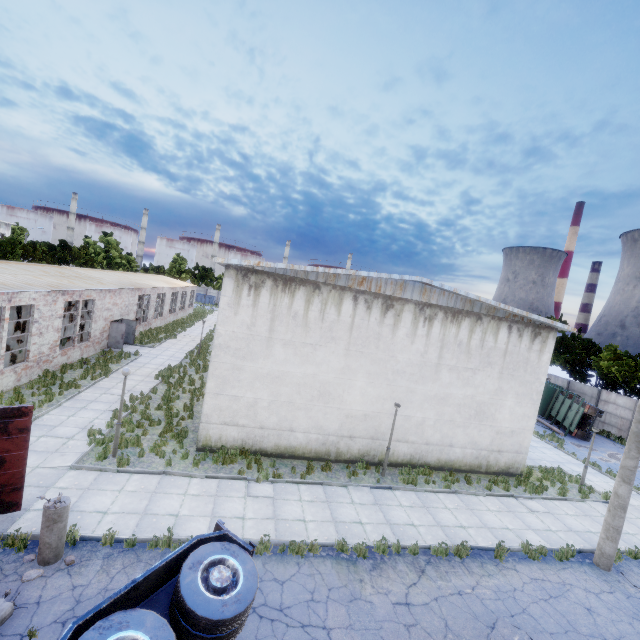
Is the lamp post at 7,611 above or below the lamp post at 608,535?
below

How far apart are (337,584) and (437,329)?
10.50m

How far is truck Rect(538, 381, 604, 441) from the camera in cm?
2475

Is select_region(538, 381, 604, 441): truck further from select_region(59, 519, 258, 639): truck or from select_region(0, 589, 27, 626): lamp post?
select_region(0, 589, 27, 626): lamp post

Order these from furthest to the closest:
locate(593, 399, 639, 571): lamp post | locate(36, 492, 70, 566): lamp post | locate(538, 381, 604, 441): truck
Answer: locate(538, 381, 604, 441): truck → locate(593, 399, 639, 571): lamp post → locate(36, 492, 70, 566): lamp post

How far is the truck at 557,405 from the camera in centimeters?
2475cm

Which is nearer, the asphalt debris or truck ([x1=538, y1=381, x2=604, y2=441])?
the asphalt debris

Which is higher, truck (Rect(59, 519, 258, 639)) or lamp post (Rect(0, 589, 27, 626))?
truck (Rect(59, 519, 258, 639))
